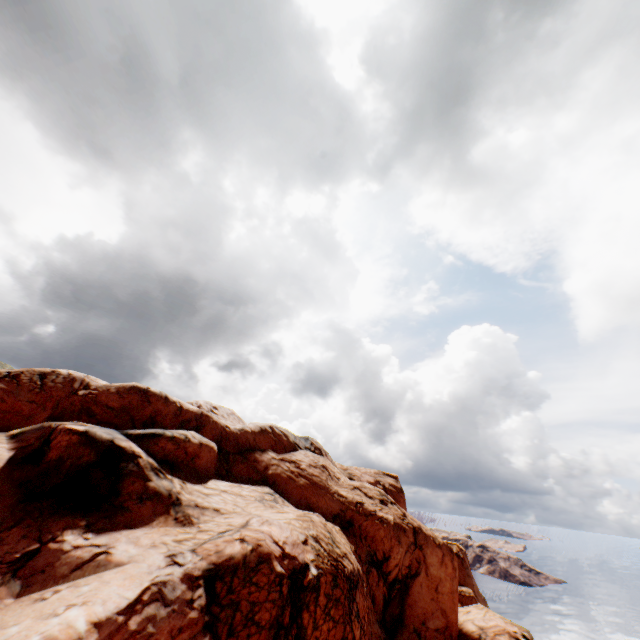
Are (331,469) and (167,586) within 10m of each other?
no
